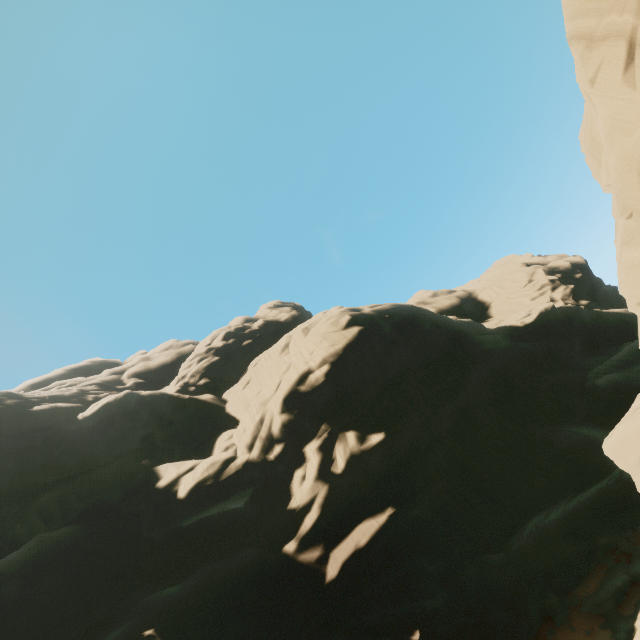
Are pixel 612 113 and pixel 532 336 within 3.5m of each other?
no
